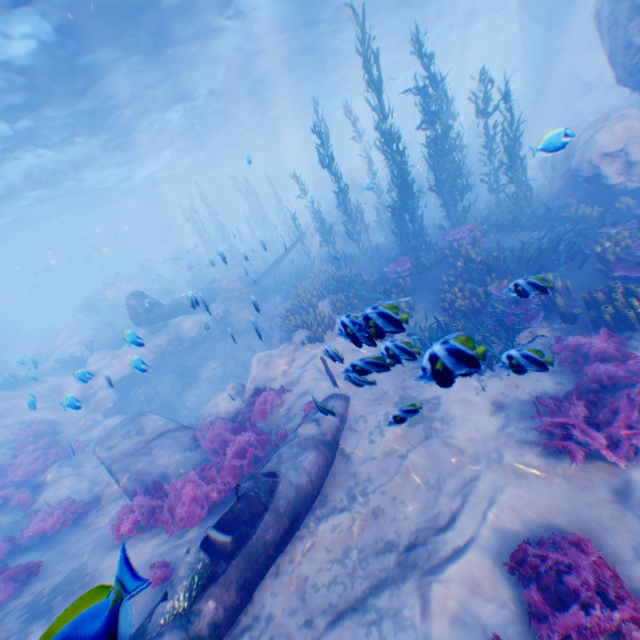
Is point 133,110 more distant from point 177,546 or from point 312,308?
point 177,546

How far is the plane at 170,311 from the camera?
16.2 meters

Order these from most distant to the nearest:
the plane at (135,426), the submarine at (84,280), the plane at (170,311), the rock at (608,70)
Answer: the submarine at (84,280), the plane at (170,311), the rock at (608,70), the plane at (135,426)

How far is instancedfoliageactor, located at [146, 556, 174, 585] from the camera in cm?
524

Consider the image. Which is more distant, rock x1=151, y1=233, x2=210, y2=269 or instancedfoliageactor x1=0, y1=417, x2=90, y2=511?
rock x1=151, y1=233, x2=210, y2=269

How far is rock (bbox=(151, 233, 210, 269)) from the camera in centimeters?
3041cm
